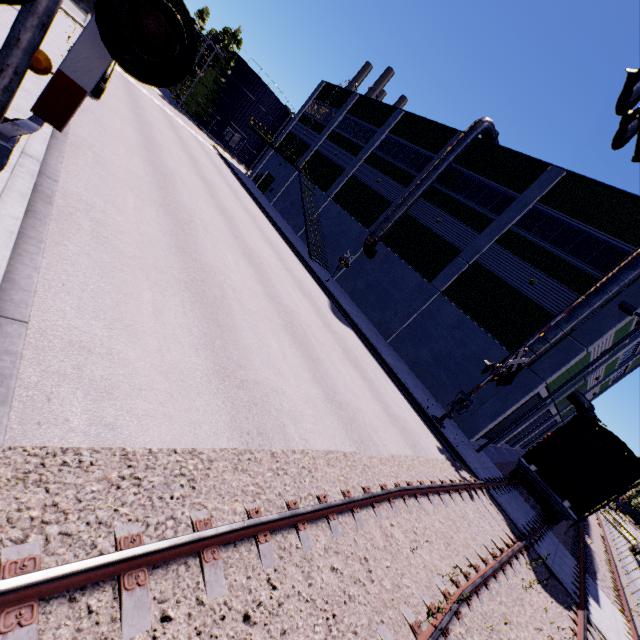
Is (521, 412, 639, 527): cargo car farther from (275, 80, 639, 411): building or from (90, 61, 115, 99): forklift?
(90, 61, 115, 99): forklift

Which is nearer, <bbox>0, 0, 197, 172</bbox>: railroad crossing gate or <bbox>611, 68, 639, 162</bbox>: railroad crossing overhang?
<bbox>0, 0, 197, 172</bbox>: railroad crossing gate

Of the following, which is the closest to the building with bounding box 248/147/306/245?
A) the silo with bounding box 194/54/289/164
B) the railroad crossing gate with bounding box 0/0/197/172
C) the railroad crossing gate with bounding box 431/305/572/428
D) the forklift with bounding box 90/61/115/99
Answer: the silo with bounding box 194/54/289/164

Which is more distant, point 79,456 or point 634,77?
point 634,77

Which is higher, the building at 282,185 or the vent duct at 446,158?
the vent duct at 446,158

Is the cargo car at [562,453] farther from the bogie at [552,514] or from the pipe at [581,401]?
the pipe at [581,401]

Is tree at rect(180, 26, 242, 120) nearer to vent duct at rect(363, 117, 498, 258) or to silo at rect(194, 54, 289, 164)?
silo at rect(194, 54, 289, 164)

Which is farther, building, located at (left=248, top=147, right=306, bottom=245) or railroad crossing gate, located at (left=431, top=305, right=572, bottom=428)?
building, located at (left=248, top=147, right=306, bottom=245)
